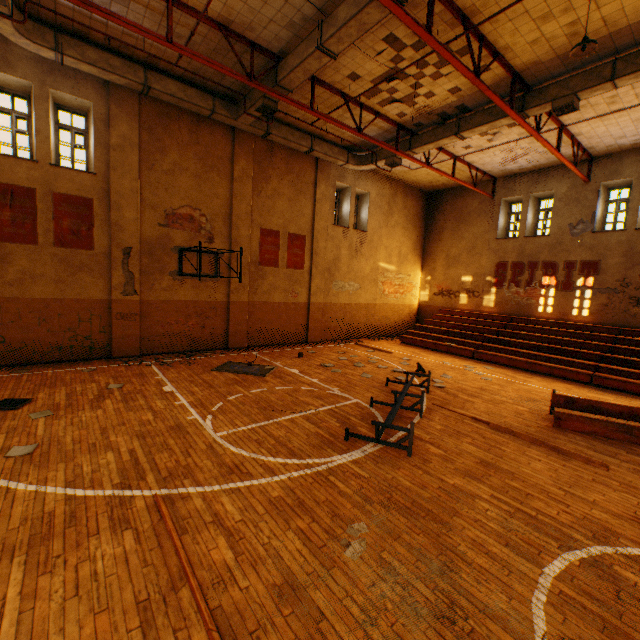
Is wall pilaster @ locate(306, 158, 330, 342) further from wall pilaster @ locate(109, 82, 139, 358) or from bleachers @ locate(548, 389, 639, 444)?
bleachers @ locate(548, 389, 639, 444)

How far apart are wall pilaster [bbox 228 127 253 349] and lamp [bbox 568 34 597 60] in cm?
995

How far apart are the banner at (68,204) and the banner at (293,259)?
7.0m

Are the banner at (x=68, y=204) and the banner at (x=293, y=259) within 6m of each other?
no

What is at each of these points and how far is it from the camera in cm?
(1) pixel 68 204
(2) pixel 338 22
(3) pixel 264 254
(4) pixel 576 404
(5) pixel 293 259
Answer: (1) banner, 955
(2) vent duct, 685
(3) banner, 1370
(4) bleachers, 743
(5) banner, 1462

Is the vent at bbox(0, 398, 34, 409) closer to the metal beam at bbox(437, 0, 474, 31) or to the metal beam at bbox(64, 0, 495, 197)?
the metal beam at bbox(64, 0, 495, 197)

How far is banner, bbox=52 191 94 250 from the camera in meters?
9.4 m

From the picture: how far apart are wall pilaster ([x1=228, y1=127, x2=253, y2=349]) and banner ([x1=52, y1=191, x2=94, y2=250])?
4.4 meters
